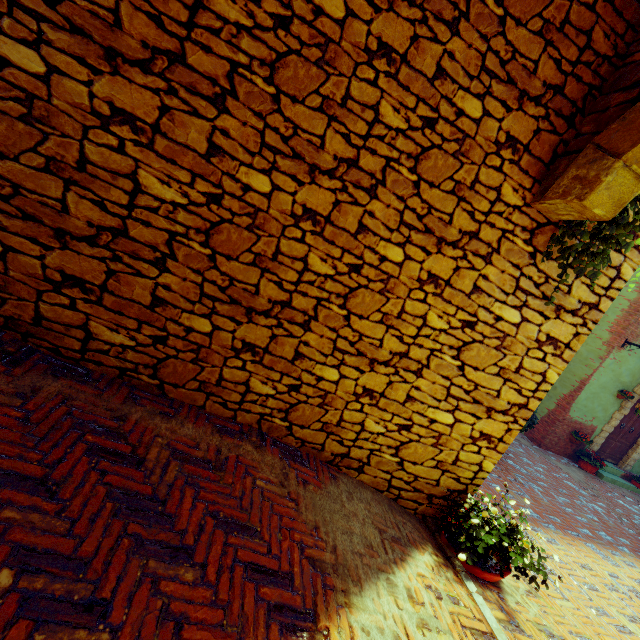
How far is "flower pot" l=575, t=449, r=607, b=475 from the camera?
9.38m

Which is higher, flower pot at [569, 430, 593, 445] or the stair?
flower pot at [569, 430, 593, 445]

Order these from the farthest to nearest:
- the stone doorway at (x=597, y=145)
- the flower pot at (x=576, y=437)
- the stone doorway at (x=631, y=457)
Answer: the stone doorway at (x=631, y=457)
the flower pot at (x=576, y=437)
the stone doorway at (x=597, y=145)

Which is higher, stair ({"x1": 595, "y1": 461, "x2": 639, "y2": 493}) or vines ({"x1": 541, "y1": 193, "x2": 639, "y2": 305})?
vines ({"x1": 541, "y1": 193, "x2": 639, "y2": 305})

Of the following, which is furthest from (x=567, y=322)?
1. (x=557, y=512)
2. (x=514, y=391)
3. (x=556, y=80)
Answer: (x=557, y=512)

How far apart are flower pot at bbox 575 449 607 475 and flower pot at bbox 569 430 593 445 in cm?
29

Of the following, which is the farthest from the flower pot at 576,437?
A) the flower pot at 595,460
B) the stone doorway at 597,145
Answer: the stone doorway at 597,145

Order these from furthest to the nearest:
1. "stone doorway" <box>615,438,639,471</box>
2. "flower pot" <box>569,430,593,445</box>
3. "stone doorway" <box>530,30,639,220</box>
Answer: "stone doorway" <box>615,438,639,471</box> → "flower pot" <box>569,430,593,445</box> → "stone doorway" <box>530,30,639,220</box>
